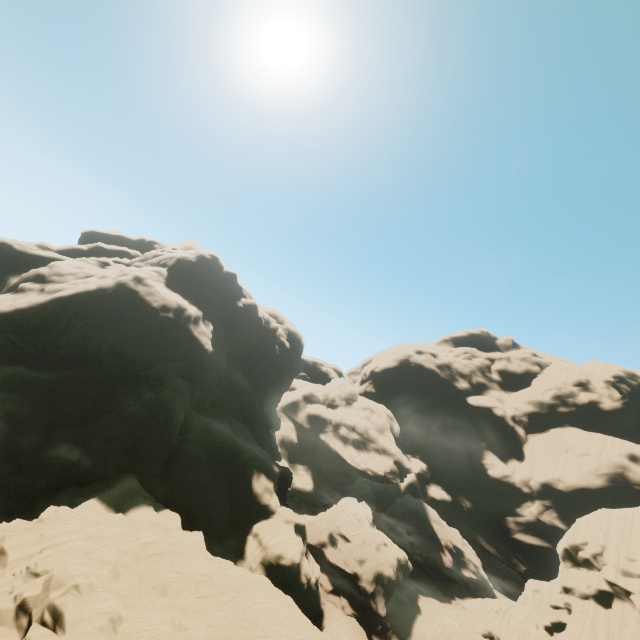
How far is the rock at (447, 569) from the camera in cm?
5894

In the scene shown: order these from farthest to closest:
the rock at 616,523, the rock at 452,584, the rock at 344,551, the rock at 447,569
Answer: the rock at 447,569 < the rock at 452,584 < the rock at 616,523 < the rock at 344,551

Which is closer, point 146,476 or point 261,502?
point 146,476

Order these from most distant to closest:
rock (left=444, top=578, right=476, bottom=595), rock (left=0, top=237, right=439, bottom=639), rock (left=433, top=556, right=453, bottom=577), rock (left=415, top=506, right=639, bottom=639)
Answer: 1. rock (left=433, top=556, right=453, bottom=577)
2. rock (left=444, top=578, right=476, bottom=595)
3. rock (left=415, top=506, right=639, bottom=639)
4. rock (left=0, top=237, right=439, bottom=639)

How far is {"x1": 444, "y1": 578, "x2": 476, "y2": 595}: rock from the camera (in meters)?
57.54

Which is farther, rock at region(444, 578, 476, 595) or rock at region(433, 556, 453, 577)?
rock at region(433, 556, 453, 577)
